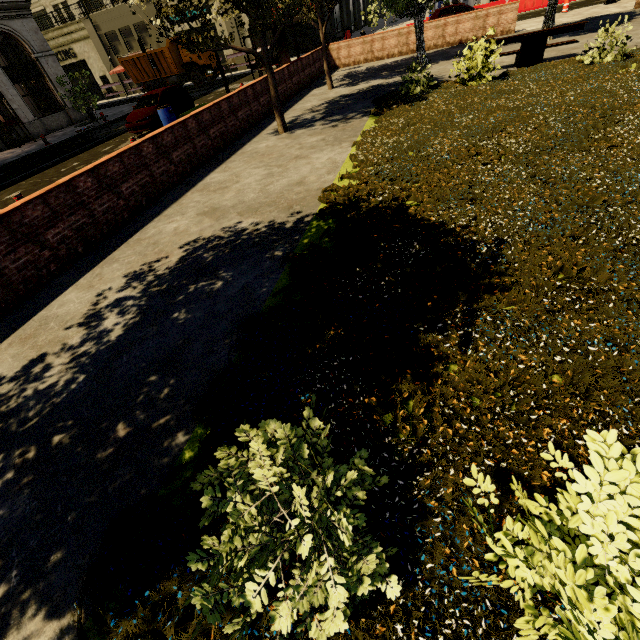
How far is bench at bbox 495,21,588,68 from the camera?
10.0m

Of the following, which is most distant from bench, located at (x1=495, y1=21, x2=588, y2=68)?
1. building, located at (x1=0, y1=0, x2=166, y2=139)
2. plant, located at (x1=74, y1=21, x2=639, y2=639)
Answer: building, located at (x1=0, y1=0, x2=166, y2=139)

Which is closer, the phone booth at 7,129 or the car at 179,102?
the car at 179,102

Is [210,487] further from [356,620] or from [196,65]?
[196,65]

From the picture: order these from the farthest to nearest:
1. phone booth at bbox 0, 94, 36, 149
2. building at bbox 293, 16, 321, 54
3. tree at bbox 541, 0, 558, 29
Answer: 1. building at bbox 293, 16, 321, 54
2. phone booth at bbox 0, 94, 36, 149
3. tree at bbox 541, 0, 558, 29

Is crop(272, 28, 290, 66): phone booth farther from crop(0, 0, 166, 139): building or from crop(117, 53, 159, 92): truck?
crop(0, 0, 166, 139): building

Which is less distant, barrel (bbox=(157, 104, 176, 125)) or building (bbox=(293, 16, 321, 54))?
barrel (bbox=(157, 104, 176, 125))

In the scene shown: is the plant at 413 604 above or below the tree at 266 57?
below
